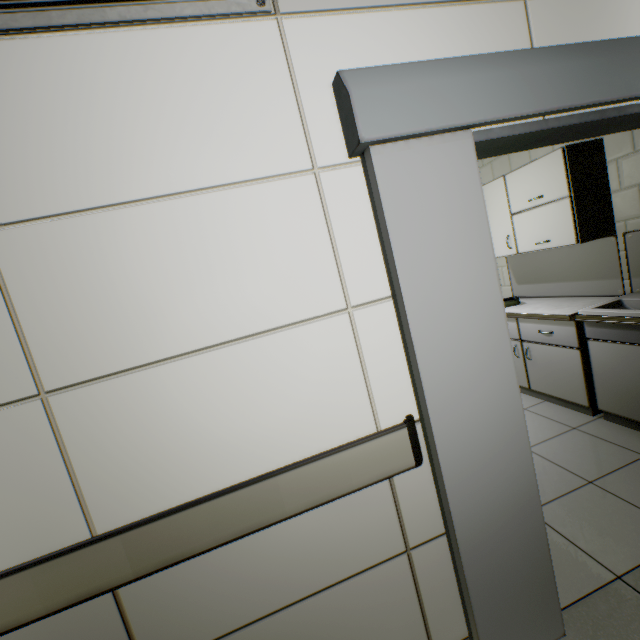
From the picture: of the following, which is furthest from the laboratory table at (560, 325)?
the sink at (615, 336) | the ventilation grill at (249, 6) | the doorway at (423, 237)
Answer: the ventilation grill at (249, 6)

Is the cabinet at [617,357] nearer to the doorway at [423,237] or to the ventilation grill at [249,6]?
the doorway at [423,237]

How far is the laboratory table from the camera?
2.8 meters

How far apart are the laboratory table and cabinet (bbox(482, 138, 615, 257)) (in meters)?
0.58

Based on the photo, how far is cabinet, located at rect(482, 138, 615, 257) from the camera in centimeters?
263cm

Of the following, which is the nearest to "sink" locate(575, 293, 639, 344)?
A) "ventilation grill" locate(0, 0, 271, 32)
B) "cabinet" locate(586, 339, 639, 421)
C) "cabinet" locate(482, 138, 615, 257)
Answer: "cabinet" locate(586, 339, 639, 421)

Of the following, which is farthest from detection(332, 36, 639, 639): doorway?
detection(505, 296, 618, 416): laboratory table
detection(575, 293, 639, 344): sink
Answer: detection(505, 296, 618, 416): laboratory table

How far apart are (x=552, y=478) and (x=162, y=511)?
2.5 meters
